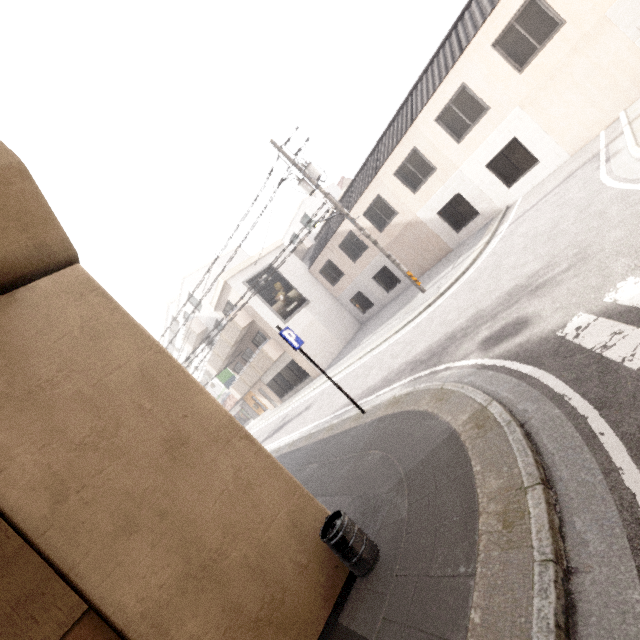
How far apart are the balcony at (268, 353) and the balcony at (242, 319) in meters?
1.6

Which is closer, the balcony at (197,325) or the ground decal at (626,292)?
the ground decal at (626,292)

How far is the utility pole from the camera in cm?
1384

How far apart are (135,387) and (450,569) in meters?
3.7

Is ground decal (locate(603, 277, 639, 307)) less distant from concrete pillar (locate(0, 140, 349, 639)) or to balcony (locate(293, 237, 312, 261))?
concrete pillar (locate(0, 140, 349, 639))

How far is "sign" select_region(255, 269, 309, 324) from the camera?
21.33m

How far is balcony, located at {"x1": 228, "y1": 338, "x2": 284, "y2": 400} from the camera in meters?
21.0 m

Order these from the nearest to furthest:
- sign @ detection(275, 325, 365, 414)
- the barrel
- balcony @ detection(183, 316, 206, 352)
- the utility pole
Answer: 1. the barrel
2. sign @ detection(275, 325, 365, 414)
3. the utility pole
4. balcony @ detection(183, 316, 206, 352)
